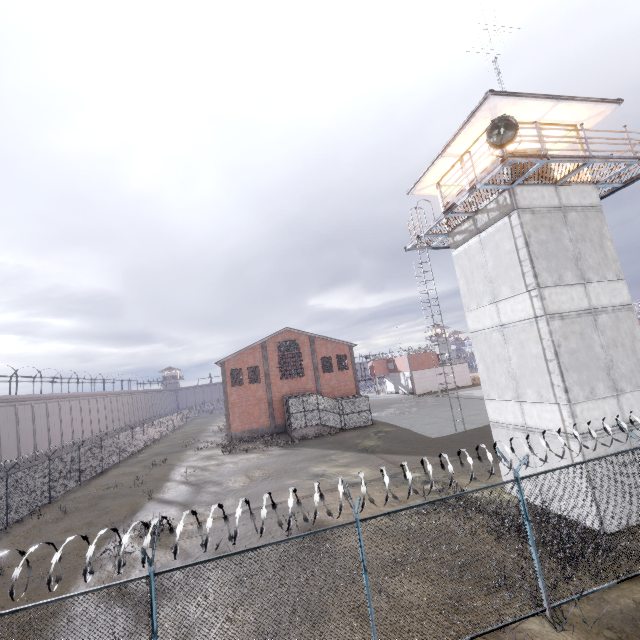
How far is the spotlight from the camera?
10.0 meters

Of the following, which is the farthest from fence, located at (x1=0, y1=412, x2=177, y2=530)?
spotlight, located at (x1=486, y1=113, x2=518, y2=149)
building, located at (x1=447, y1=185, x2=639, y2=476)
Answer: spotlight, located at (x1=486, y1=113, x2=518, y2=149)

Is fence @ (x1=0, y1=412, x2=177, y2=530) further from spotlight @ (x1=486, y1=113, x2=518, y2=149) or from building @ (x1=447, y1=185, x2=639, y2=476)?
spotlight @ (x1=486, y1=113, x2=518, y2=149)

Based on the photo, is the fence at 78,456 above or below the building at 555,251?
below

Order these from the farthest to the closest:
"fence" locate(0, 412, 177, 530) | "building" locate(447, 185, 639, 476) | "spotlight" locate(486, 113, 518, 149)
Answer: "fence" locate(0, 412, 177, 530)
"building" locate(447, 185, 639, 476)
"spotlight" locate(486, 113, 518, 149)

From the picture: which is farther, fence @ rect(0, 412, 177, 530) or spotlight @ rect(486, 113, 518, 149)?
fence @ rect(0, 412, 177, 530)

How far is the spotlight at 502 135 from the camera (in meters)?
10.01

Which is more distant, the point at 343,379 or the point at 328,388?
the point at 343,379
